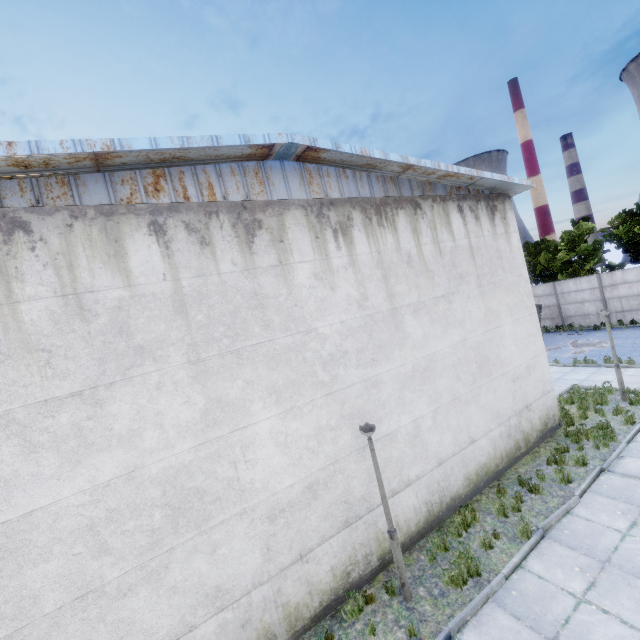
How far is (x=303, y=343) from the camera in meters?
6.4 m

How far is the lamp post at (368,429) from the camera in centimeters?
592cm

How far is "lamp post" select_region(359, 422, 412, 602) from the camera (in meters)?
5.92
